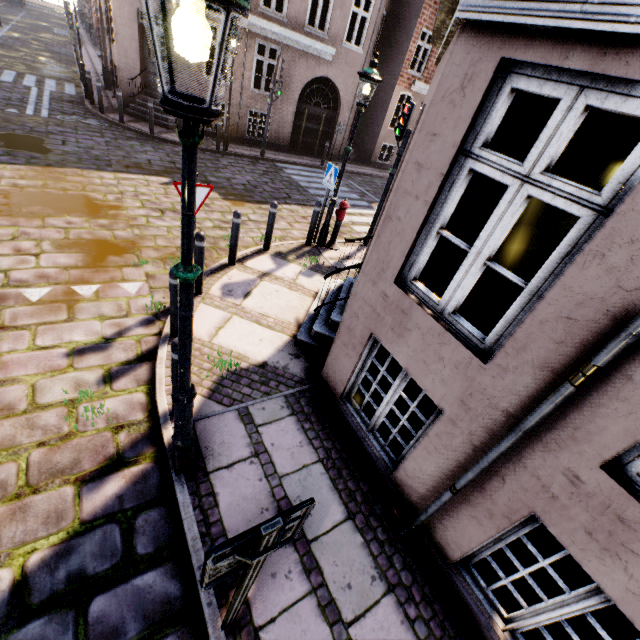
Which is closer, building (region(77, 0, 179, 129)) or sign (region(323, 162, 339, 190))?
sign (region(323, 162, 339, 190))

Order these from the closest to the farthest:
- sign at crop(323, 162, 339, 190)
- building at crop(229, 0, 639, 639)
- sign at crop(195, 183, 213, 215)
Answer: building at crop(229, 0, 639, 639)
sign at crop(195, 183, 213, 215)
sign at crop(323, 162, 339, 190)

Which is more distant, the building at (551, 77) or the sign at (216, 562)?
the building at (551, 77)

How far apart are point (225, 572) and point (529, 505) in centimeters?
213cm

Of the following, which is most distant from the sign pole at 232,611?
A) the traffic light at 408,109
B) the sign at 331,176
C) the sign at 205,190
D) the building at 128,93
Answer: the traffic light at 408,109

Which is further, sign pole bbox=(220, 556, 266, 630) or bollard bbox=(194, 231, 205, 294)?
bollard bbox=(194, 231, 205, 294)

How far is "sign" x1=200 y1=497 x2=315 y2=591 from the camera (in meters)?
1.28

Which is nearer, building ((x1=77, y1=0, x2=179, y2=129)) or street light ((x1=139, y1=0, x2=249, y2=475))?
street light ((x1=139, y1=0, x2=249, y2=475))
